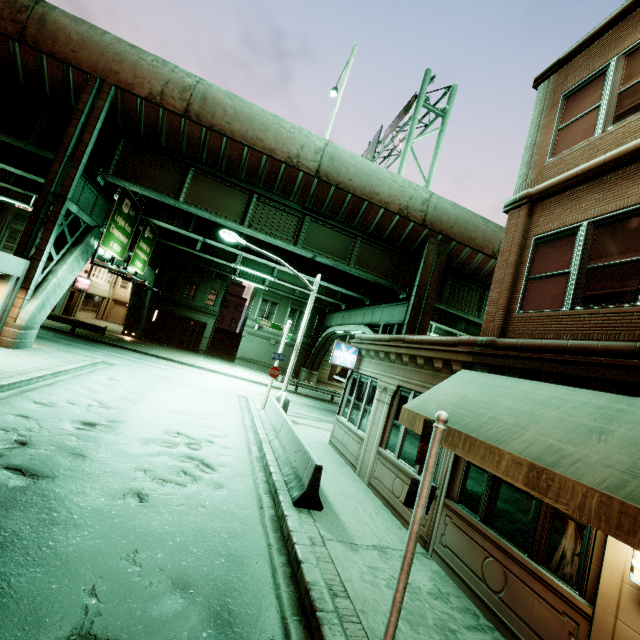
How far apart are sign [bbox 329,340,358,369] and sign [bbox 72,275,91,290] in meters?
32.0 m

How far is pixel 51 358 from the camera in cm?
1401

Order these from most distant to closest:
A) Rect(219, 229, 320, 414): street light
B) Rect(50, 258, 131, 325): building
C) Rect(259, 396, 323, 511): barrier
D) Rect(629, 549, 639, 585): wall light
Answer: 1. Rect(50, 258, 131, 325): building
2. Rect(219, 229, 320, 414): street light
3. Rect(259, 396, 323, 511): barrier
4. Rect(629, 549, 639, 585): wall light

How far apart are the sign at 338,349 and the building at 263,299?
24.8 meters

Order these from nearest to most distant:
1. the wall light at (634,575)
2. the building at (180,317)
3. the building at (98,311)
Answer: the wall light at (634,575) → the building at (98,311) → the building at (180,317)

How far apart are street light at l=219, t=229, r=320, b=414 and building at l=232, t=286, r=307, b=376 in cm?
2153

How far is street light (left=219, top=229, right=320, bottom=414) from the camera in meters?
15.0 m

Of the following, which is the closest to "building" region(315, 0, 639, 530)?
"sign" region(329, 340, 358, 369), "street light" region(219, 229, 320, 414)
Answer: "sign" region(329, 340, 358, 369)
